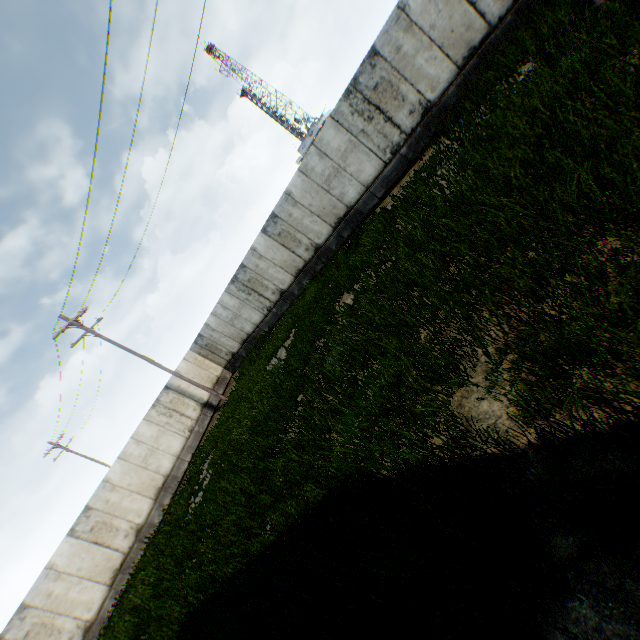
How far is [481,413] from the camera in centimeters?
400cm
